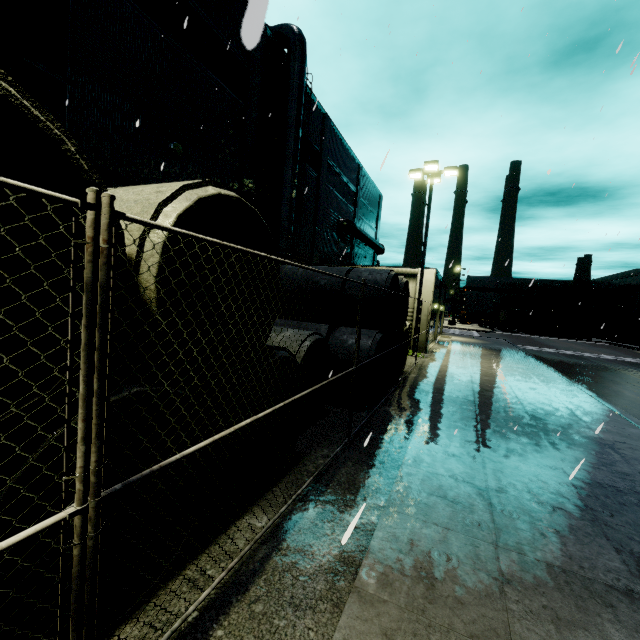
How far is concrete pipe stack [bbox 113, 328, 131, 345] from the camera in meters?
2.6

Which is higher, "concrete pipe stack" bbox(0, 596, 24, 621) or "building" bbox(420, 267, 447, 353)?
"building" bbox(420, 267, 447, 353)

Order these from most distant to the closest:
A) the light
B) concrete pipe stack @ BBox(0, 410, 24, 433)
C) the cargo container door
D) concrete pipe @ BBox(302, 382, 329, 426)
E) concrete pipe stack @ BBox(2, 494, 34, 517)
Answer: the cargo container door
the light
concrete pipe @ BBox(302, 382, 329, 426)
concrete pipe stack @ BBox(2, 494, 34, 517)
concrete pipe stack @ BBox(0, 410, 24, 433)

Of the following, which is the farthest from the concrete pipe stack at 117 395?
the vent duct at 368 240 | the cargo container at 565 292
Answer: the cargo container at 565 292

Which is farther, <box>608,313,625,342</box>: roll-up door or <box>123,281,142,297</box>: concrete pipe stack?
<box>608,313,625,342</box>: roll-up door

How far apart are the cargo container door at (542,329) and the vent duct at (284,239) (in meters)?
50.06

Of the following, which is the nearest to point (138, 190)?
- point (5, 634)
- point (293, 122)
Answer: point (5, 634)
